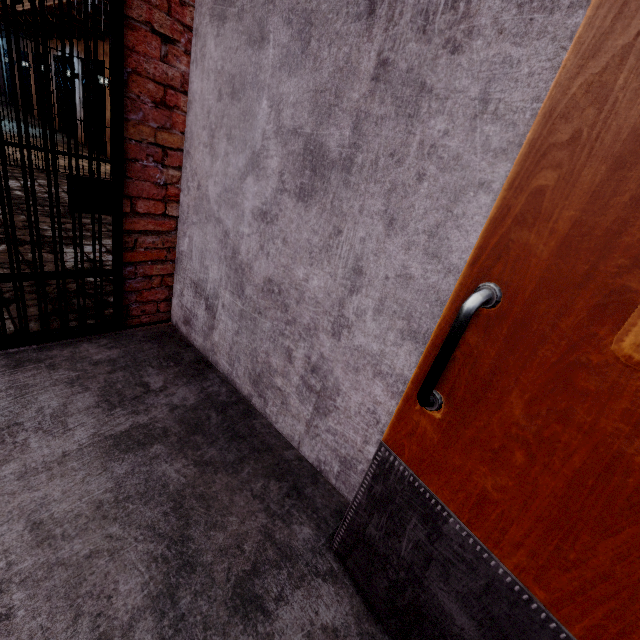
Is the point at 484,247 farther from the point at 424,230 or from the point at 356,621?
the point at 356,621
